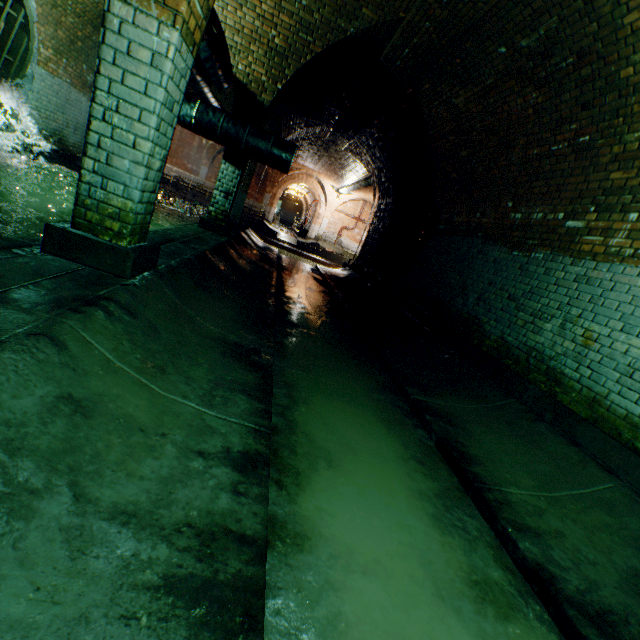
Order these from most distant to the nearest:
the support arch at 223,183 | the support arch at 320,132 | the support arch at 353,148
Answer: the support arch at 353,148 → the support arch at 320,132 → the support arch at 223,183

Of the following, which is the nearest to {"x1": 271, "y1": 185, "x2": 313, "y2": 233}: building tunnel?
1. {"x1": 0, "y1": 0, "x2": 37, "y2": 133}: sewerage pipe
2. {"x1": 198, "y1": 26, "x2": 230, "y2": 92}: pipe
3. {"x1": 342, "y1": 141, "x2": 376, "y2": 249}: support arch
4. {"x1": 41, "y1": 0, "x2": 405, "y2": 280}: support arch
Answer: {"x1": 198, "y1": 26, "x2": 230, "y2": 92}: pipe

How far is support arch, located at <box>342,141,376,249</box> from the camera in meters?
12.5

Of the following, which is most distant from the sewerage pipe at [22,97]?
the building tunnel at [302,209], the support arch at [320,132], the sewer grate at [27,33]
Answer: the building tunnel at [302,209]

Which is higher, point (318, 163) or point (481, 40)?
point (318, 163)

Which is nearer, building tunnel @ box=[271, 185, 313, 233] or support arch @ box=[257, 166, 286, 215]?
support arch @ box=[257, 166, 286, 215]

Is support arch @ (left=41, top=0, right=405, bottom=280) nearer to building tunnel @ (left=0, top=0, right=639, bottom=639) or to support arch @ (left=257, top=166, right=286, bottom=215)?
building tunnel @ (left=0, top=0, right=639, bottom=639)

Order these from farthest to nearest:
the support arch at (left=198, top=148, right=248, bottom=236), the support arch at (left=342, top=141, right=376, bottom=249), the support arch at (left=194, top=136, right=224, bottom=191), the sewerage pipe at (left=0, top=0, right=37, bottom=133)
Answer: the support arch at (left=194, top=136, right=224, bottom=191), the support arch at (left=342, top=141, right=376, bottom=249), the support arch at (left=198, top=148, right=248, bottom=236), the sewerage pipe at (left=0, top=0, right=37, bottom=133)
